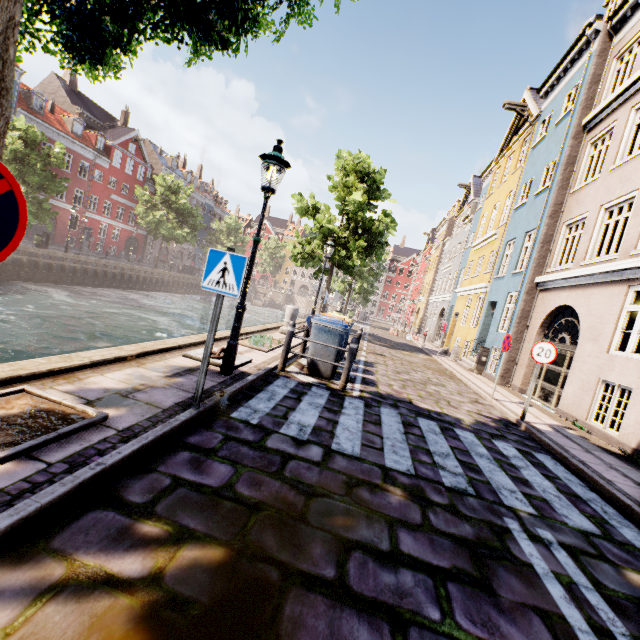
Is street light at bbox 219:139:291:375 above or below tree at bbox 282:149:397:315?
below

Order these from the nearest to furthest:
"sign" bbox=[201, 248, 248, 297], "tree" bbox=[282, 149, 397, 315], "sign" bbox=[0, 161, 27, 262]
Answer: "sign" bbox=[0, 161, 27, 262] < "sign" bbox=[201, 248, 248, 297] < "tree" bbox=[282, 149, 397, 315]

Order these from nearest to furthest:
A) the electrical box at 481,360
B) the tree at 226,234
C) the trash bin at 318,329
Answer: the trash bin at 318,329 → the electrical box at 481,360 → the tree at 226,234

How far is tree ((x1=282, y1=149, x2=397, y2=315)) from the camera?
15.9m

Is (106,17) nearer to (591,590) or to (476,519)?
(476,519)

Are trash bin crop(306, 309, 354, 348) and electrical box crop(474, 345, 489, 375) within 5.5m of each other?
no

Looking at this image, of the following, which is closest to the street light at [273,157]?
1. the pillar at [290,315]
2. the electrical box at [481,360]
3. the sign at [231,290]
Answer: the sign at [231,290]

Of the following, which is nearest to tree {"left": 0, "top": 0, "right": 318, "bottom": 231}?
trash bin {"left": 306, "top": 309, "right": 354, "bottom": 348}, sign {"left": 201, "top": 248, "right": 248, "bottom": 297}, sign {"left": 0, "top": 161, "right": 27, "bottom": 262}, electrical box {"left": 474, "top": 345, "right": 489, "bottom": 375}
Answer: sign {"left": 0, "top": 161, "right": 27, "bottom": 262}
